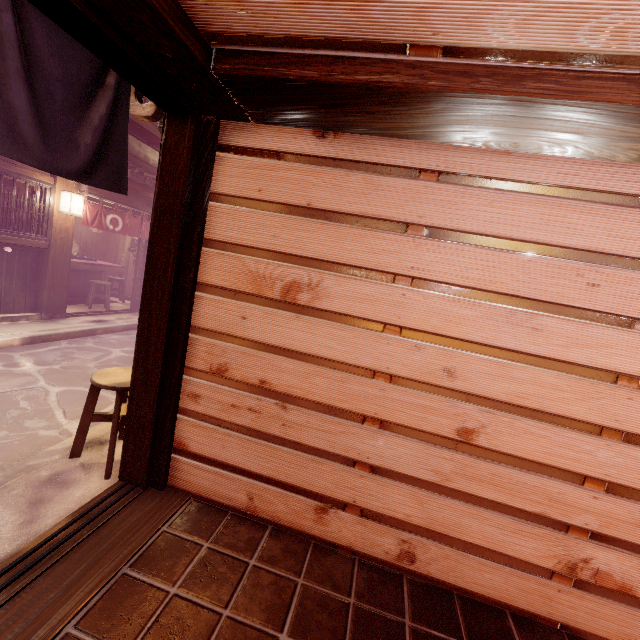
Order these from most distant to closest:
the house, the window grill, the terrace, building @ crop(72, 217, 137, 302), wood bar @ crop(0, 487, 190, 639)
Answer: building @ crop(72, 217, 137, 302)
the house
the terrace
the window grill
wood bar @ crop(0, 487, 190, 639)

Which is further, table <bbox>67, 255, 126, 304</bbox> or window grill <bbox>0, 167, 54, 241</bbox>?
table <bbox>67, 255, 126, 304</bbox>

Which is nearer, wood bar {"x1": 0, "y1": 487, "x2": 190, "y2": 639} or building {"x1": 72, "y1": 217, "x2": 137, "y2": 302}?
wood bar {"x1": 0, "y1": 487, "x2": 190, "y2": 639}

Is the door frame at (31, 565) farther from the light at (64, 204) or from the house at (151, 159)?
the house at (151, 159)

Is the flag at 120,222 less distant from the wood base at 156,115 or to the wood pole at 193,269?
the wood base at 156,115

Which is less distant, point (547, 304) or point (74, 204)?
point (547, 304)

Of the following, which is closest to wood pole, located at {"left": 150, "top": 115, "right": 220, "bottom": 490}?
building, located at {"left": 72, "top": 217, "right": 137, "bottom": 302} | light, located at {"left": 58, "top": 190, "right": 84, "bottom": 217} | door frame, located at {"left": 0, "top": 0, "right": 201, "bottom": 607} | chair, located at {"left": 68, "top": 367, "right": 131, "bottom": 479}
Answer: door frame, located at {"left": 0, "top": 0, "right": 201, "bottom": 607}

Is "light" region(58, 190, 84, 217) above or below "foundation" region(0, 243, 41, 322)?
above
